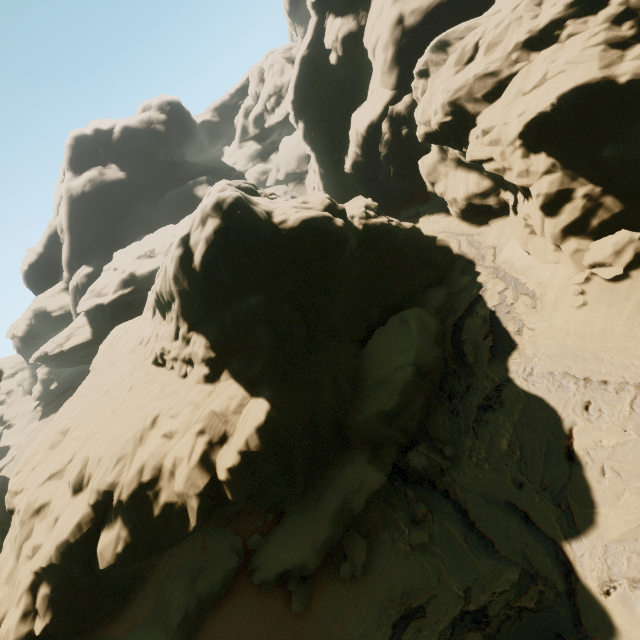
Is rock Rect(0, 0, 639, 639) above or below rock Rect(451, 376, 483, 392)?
above

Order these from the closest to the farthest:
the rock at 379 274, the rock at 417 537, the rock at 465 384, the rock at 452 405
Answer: the rock at 417 537
the rock at 379 274
the rock at 452 405
the rock at 465 384

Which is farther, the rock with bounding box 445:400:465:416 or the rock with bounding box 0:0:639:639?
the rock with bounding box 445:400:465:416

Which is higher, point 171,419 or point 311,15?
point 311,15

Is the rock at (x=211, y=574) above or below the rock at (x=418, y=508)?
above
